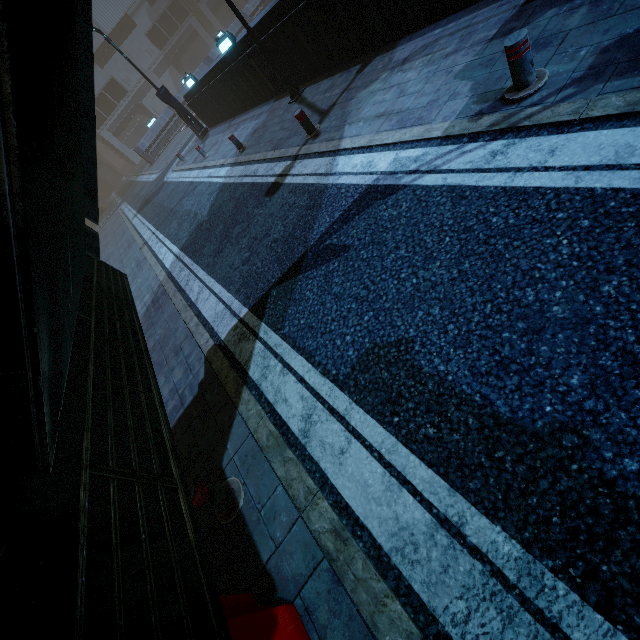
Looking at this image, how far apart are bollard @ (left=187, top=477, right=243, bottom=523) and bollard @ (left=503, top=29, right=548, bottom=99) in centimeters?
555cm

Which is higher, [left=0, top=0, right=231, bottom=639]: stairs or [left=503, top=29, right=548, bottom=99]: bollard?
[left=0, top=0, right=231, bottom=639]: stairs

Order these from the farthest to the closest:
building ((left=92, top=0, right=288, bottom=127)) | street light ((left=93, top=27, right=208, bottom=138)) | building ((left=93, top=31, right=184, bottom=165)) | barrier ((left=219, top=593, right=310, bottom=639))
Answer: building ((left=93, top=31, right=184, bottom=165)) < street light ((left=93, top=27, right=208, bottom=138)) < building ((left=92, top=0, right=288, bottom=127)) < barrier ((left=219, top=593, right=310, bottom=639))

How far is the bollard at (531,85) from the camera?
3.5m

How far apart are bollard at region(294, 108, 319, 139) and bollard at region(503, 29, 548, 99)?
4.6m

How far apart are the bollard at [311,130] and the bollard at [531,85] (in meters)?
4.56

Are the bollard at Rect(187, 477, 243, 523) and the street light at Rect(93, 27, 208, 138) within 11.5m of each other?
no

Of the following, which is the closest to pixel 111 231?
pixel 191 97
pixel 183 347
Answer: pixel 191 97
